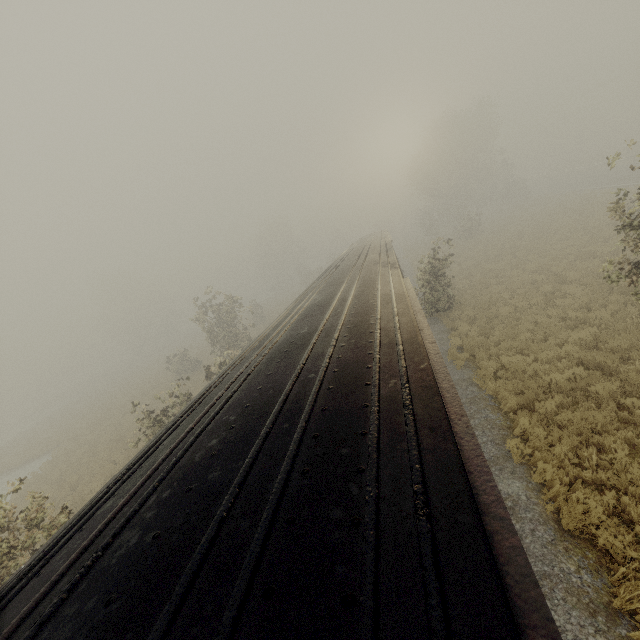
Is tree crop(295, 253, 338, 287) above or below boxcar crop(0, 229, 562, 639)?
below

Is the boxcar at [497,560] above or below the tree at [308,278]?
above

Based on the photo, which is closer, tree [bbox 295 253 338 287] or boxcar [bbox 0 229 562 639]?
boxcar [bbox 0 229 562 639]

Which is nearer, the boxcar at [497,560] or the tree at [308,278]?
the boxcar at [497,560]

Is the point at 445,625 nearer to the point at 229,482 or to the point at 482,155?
the point at 229,482

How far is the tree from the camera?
49.7 meters
